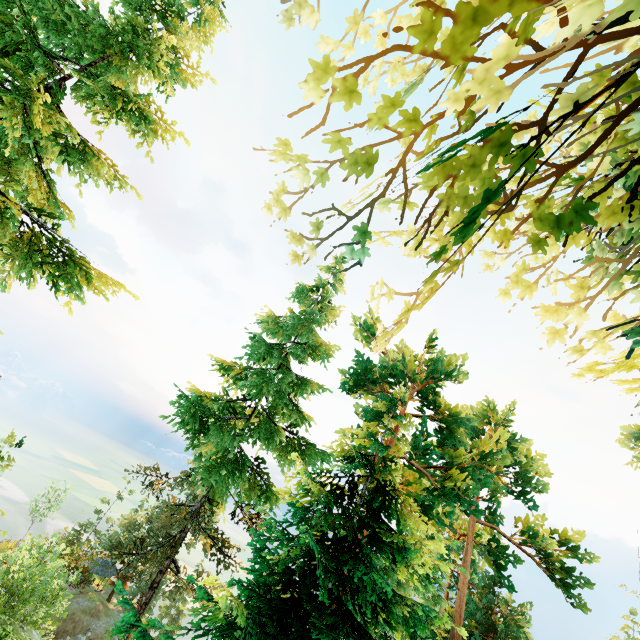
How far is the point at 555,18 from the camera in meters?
3.2

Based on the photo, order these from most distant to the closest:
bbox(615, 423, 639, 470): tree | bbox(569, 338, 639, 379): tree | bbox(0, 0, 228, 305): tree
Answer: bbox(615, 423, 639, 470): tree < bbox(0, 0, 228, 305): tree < bbox(569, 338, 639, 379): tree

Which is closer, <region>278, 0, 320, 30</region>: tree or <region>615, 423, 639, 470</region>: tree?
<region>278, 0, 320, 30</region>: tree

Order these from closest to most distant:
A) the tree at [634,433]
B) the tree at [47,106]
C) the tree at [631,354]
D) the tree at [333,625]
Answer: the tree at [333,625]
the tree at [631,354]
the tree at [47,106]
the tree at [634,433]

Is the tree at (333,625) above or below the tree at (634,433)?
below
